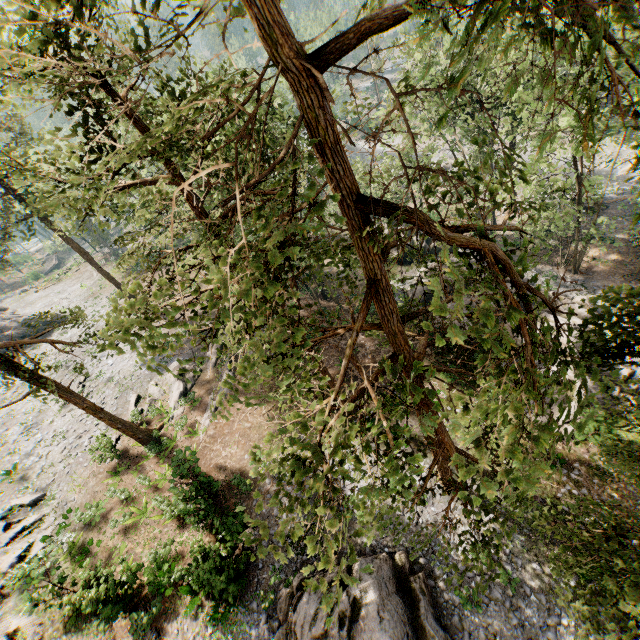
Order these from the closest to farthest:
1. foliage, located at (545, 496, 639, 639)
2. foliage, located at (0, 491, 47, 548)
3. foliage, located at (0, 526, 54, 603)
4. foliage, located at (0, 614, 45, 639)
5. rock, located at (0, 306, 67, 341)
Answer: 1. foliage, located at (545, 496, 639, 639)
2. foliage, located at (0, 614, 45, 639)
3. foliage, located at (0, 526, 54, 603)
4. foliage, located at (0, 491, 47, 548)
5. rock, located at (0, 306, 67, 341)

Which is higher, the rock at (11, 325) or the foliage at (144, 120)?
the foliage at (144, 120)

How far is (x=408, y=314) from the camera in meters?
7.8 m

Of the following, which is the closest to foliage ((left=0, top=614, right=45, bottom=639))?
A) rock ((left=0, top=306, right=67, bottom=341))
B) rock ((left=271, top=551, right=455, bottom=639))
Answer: rock ((left=0, top=306, right=67, bottom=341))

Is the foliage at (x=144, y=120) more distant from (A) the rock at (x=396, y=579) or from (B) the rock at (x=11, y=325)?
(A) the rock at (x=396, y=579)
